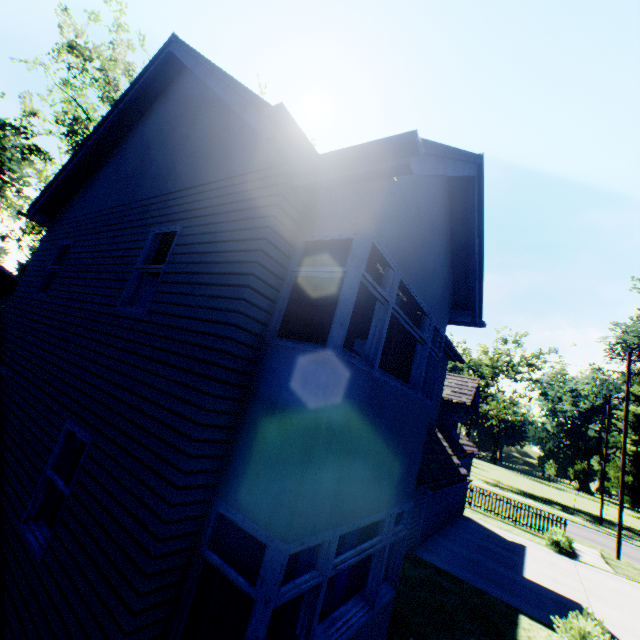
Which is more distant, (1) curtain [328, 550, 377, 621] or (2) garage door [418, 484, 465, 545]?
(2) garage door [418, 484, 465, 545]

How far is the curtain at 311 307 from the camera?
4.1m

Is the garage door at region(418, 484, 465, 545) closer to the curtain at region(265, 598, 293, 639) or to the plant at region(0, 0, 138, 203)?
the curtain at region(265, 598, 293, 639)

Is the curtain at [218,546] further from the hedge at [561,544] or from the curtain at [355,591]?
the hedge at [561,544]

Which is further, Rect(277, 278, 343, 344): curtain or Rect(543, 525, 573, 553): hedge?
Rect(543, 525, 573, 553): hedge

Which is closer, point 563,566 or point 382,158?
point 382,158

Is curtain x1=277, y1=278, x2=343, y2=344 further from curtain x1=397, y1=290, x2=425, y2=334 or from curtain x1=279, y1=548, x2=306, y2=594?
curtain x1=279, y1=548, x2=306, y2=594

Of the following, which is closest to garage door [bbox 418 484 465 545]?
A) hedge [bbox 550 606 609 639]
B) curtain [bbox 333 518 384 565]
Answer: hedge [bbox 550 606 609 639]
